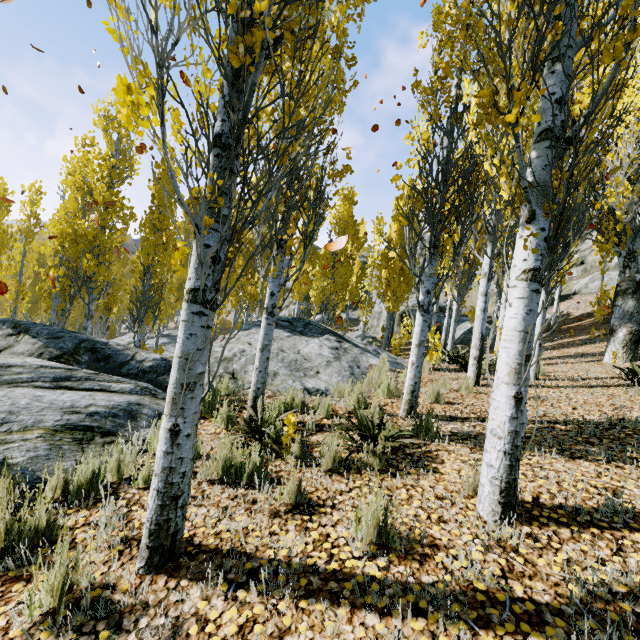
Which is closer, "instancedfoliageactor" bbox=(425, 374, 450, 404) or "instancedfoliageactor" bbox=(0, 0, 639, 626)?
"instancedfoliageactor" bbox=(0, 0, 639, 626)

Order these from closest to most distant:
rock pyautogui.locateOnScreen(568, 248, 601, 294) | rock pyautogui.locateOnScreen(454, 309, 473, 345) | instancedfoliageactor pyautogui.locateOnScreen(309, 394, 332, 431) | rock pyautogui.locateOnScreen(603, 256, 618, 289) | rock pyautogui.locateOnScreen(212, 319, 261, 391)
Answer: instancedfoliageactor pyautogui.locateOnScreen(309, 394, 332, 431), rock pyautogui.locateOnScreen(212, 319, 261, 391), rock pyautogui.locateOnScreen(454, 309, 473, 345), rock pyautogui.locateOnScreen(603, 256, 618, 289), rock pyautogui.locateOnScreen(568, 248, 601, 294)

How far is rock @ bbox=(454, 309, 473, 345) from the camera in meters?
20.1 m

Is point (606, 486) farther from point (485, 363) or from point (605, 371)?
point (605, 371)

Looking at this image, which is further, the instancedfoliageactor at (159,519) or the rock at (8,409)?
the rock at (8,409)

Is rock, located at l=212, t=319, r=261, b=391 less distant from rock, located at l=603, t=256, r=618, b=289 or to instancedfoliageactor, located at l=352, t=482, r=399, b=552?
instancedfoliageactor, located at l=352, t=482, r=399, b=552

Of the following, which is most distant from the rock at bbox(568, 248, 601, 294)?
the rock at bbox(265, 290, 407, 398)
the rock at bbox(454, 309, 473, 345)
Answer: the rock at bbox(454, 309, 473, 345)

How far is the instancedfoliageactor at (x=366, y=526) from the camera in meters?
2.4
